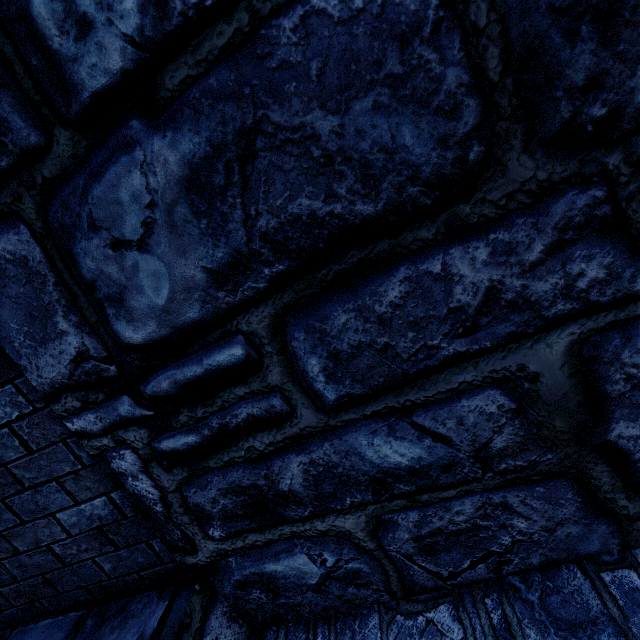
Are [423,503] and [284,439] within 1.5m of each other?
yes
